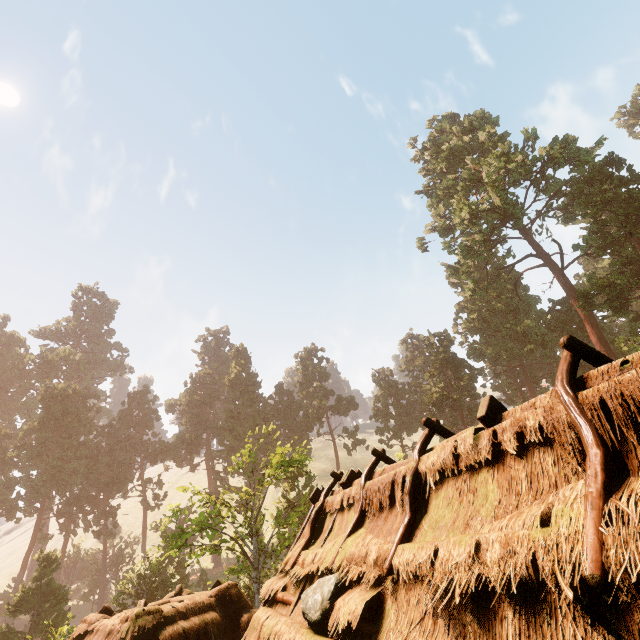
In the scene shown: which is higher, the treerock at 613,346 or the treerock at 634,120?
the treerock at 634,120

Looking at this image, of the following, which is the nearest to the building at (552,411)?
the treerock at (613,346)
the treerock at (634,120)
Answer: the treerock at (613,346)

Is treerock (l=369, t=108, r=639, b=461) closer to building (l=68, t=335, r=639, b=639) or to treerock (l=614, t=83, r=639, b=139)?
building (l=68, t=335, r=639, b=639)

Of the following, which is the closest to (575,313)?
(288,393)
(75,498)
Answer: (288,393)

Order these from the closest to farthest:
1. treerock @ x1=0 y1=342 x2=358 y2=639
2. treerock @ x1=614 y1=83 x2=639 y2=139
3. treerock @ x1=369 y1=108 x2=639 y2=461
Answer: treerock @ x1=0 y1=342 x2=358 y2=639 → treerock @ x1=369 y1=108 x2=639 y2=461 → treerock @ x1=614 y1=83 x2=639 y2=139

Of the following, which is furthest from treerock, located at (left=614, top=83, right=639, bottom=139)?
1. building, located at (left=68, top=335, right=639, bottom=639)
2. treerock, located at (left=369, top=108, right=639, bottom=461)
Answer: building, located at (left=68, top=335, right=639, bottom=639)
